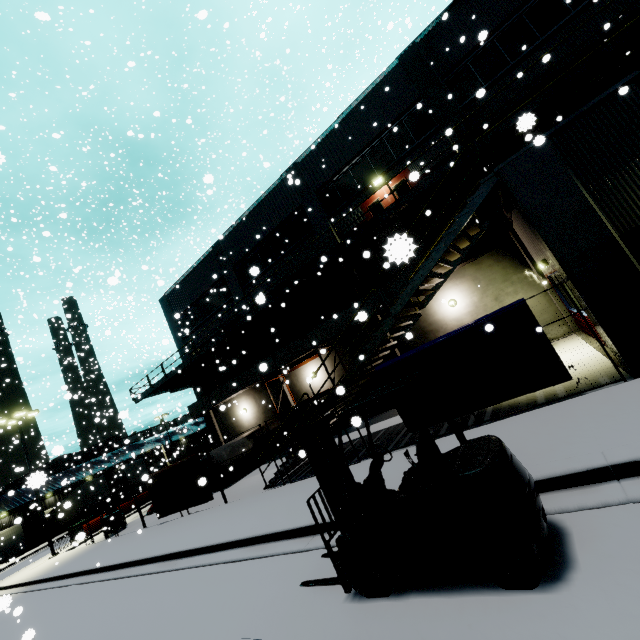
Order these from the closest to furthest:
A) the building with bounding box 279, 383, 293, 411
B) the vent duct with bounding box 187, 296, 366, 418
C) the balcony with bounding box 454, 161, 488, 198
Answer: the balcony with bounding box 454, 161, 488, 198
the vent duct with bounding box 187, 296, 366, 418
the building with bounding box 279, 383, 293, 411

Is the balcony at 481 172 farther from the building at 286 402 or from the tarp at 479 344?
the tarp at 479 344

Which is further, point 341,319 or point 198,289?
point 198,289

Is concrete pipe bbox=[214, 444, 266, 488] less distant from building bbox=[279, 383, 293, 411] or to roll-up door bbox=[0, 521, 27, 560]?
building bbox=[279, 383, 293, 411]

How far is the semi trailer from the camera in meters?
38.0 m

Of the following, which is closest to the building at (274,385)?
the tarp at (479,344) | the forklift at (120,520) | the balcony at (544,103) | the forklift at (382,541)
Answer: the balcony at (544,103)

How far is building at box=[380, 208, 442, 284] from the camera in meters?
1.5

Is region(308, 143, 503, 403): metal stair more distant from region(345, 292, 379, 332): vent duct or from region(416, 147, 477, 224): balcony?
region(345, 292, 379, 332): vent duct
